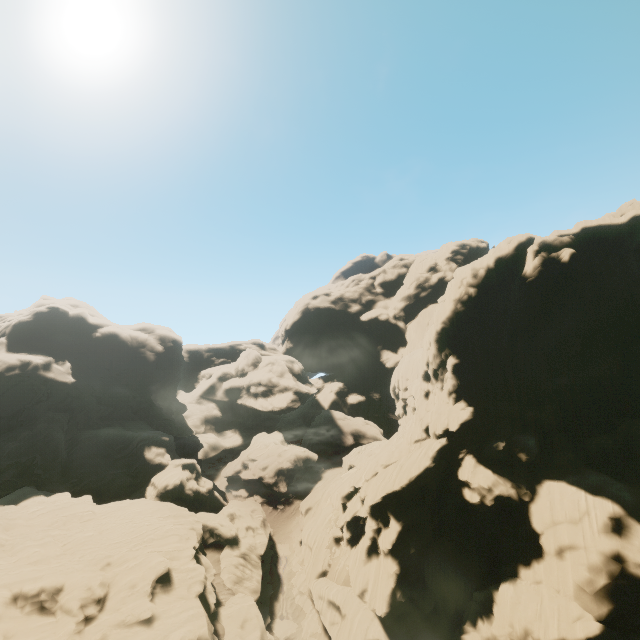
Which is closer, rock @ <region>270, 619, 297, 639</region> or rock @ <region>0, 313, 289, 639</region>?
rock @ <region>0, 313, 289, 639</region>

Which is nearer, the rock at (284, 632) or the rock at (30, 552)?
the rock at (30, 552)

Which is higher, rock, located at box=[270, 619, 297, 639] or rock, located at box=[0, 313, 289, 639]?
rock, located at box=[0, 313, 289, 639]

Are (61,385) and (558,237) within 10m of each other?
no

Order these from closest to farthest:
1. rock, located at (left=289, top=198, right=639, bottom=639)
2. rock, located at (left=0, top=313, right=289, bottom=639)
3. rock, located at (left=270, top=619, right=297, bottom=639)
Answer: rock, located at (left=289, top=198, right=639, bottom=639) → rock, located at (left=0, top=313, right=289, bottom=639) → rock, located at (left=270, top=619, right=297, bottom=639)

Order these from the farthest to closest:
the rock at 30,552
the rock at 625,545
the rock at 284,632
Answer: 1. the rock at 284,632
2. the rock at 30,552
3. the rock at 625,545
